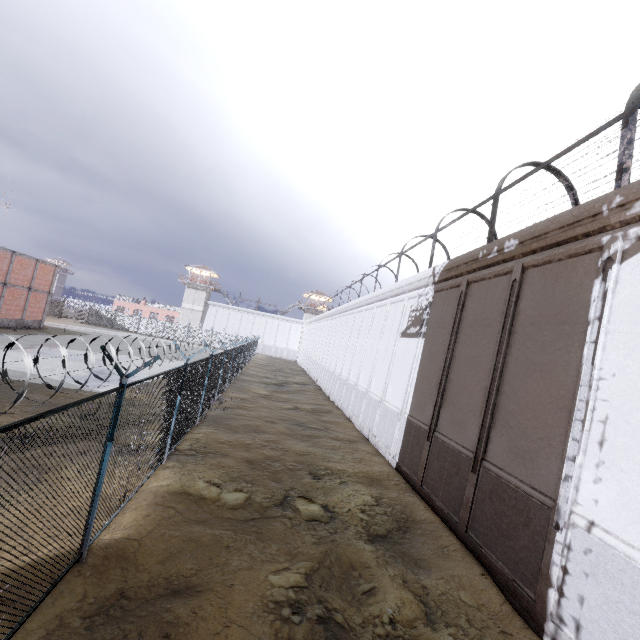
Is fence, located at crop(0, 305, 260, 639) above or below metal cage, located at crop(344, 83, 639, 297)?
below

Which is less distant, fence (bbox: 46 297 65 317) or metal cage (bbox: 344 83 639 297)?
metal cage (bbox: 344 83 639 297)

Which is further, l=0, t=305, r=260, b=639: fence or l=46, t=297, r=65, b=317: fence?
l=46, t=297, r=65, b=317: fence

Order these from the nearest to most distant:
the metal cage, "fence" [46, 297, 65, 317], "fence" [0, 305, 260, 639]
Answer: "fence" [0, 305, 260, 639]
the metal cage
"fence" [46, 297, 65, 317]

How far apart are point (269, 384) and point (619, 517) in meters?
25.8

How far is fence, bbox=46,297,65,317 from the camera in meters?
52.2

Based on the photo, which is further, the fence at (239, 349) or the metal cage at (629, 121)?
the metal cage at (629, 121)

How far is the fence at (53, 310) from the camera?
52.2 meters
